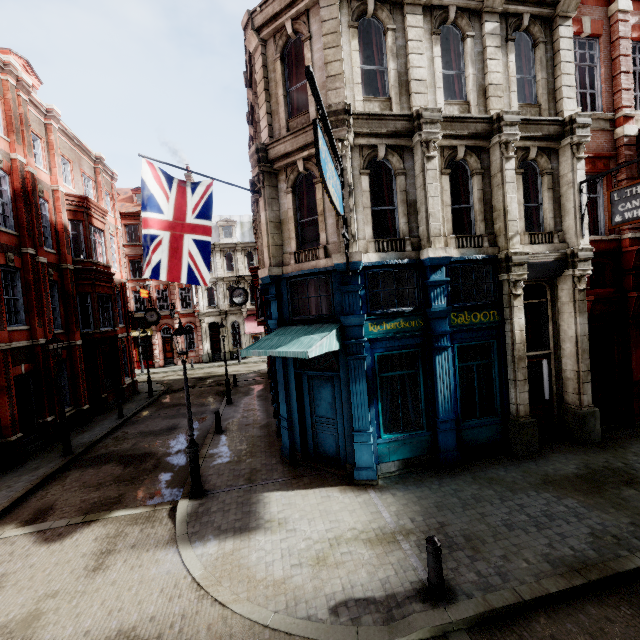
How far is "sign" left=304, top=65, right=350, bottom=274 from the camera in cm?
509

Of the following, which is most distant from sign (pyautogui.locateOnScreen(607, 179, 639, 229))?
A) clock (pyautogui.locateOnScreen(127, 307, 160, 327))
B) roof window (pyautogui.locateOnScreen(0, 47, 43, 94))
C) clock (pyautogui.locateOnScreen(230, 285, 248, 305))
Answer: clock (pyautogui.locateOnScreen(127, 307, 160, 327))

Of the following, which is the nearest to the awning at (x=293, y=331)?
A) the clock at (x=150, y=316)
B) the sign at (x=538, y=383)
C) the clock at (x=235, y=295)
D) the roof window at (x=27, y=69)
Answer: the sign at (x=538, y=383)

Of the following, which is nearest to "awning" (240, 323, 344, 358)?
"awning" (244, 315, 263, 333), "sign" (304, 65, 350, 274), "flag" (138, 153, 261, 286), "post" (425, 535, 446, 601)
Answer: "sign" (304, 65, 350, 274)

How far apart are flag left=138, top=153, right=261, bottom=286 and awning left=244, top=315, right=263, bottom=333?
27.78m

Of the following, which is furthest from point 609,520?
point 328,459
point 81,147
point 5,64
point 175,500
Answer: point 81,147

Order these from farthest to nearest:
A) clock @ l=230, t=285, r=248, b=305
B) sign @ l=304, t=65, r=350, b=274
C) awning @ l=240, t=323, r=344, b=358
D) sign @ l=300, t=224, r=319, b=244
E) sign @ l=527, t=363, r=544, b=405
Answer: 1. clock @ l=230, t=285, r=248, b=305
2. sign @ l=527, t=363, r=544, b=405
3. sign @ l=300, t=224, r=319, b=244
4. awning @ l=240, t=323, r=344, b=358
5. sign @ l=304, t=65, r=350, b=274

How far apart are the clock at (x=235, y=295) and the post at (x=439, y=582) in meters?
14.1 m
